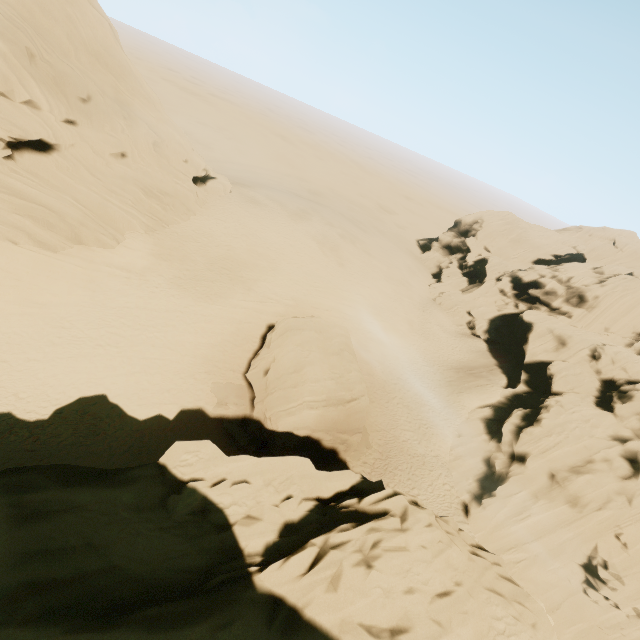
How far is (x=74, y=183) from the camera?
23.92m

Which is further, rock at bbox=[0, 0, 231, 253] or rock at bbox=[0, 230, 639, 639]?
rock at bbox=[0, 0, 231, 253]

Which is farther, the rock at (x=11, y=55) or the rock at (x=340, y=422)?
the rock at (x=11, y=55)
